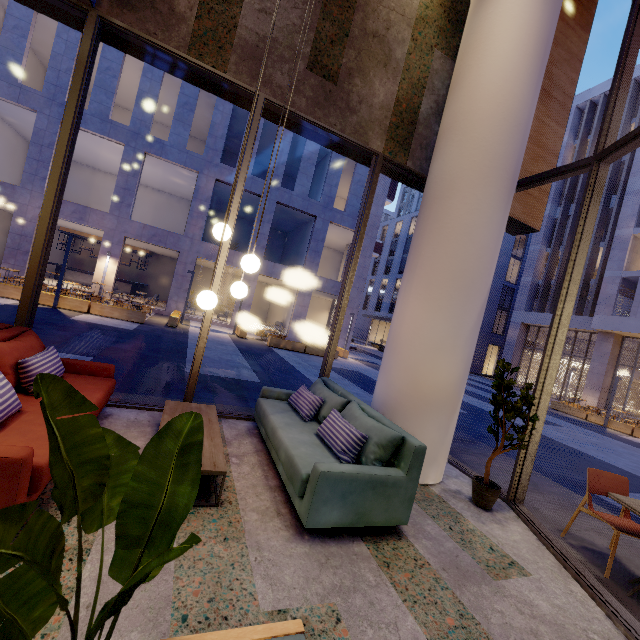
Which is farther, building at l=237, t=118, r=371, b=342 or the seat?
building at l=237, t=118, r=371, b=342

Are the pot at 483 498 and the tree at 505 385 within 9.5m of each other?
yes

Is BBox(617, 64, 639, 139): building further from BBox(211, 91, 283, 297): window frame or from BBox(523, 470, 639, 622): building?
BBox(211, 91, 283, 297): window frame

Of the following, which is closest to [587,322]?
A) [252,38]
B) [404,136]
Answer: [404,136]

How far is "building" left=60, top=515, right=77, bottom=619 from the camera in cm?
173

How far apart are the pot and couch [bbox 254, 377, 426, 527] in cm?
134

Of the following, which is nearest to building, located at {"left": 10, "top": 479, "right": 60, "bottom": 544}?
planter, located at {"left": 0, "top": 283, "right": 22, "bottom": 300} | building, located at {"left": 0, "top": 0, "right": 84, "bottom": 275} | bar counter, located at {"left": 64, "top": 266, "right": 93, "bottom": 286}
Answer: planter, located at {"left": 0, "top": 283, "right": 22, "bottom": 300}

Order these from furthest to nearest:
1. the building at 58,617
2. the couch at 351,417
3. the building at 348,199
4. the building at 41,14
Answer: the building at 348,199, the building at 41,14, the couch at 351,417, the building at 58,617
